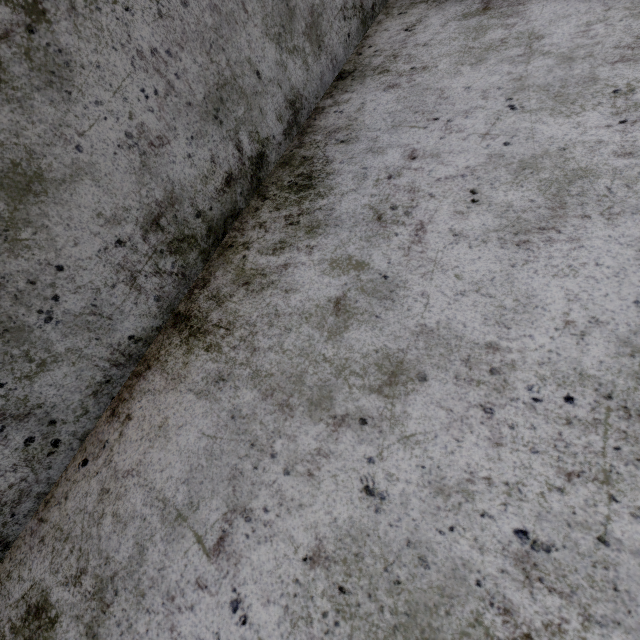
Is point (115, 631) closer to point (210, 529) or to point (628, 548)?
point (210, 529)
